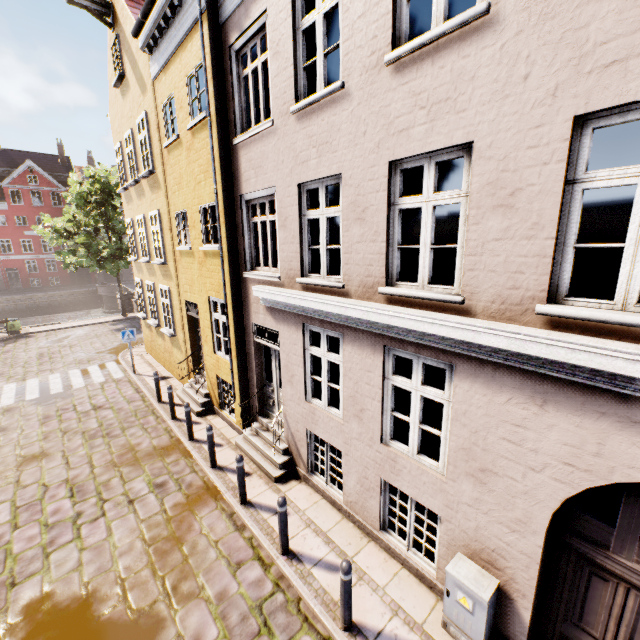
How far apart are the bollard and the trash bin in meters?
25.0 m

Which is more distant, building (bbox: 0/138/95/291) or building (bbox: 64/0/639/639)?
building (bbox: 0/138/95/291)

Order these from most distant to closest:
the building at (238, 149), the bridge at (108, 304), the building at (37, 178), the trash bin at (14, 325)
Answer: the building at (37, 178) → the bridge at (108, 304) → the trash bin at (14, 325) → the building at (238, 149)

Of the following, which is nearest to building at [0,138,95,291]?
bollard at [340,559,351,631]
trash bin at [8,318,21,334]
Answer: trash bin at [8,318,21,334]

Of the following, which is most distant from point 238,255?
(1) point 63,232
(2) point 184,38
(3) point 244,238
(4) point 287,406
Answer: (1) point 63,232

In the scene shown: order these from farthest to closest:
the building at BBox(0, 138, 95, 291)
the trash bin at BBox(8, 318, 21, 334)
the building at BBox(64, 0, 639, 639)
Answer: the building at BBox(0, 138, 95, 291)
the trash bin at BBox(8, 318, 21, 334)
the building at BBox(64, 0, 639, 639)

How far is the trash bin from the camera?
19.8m

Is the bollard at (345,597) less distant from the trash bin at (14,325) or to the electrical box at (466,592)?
the electrical box at (466,592)
